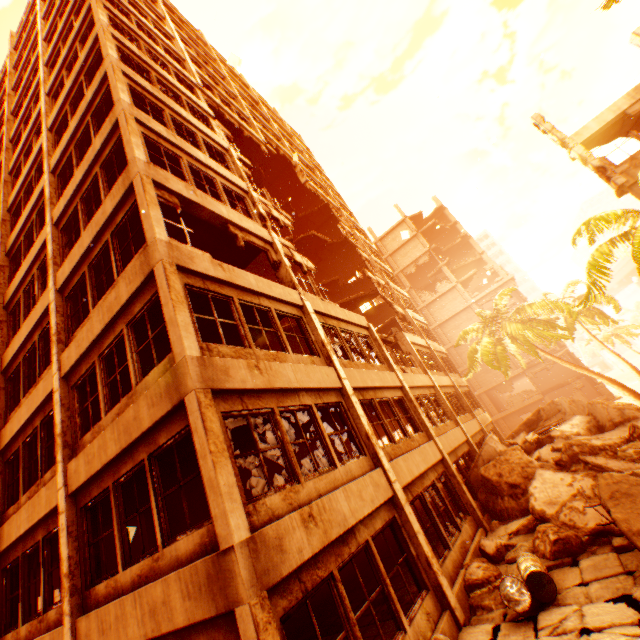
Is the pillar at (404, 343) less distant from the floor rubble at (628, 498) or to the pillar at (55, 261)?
the floor rubble at (628, 498)

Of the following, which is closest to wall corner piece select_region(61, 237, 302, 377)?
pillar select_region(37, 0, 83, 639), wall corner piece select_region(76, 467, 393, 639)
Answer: pillar select_region(37, 0, 83, 639)

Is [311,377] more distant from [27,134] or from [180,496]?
[27,134]

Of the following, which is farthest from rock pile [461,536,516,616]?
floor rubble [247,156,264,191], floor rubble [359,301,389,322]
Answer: floor rubble [359,301,389,322]

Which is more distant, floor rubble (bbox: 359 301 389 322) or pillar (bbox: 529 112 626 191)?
floor rubble (bbox: 359 301 389 322)

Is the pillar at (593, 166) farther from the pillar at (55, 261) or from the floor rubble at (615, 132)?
the pillar at (55, 261)

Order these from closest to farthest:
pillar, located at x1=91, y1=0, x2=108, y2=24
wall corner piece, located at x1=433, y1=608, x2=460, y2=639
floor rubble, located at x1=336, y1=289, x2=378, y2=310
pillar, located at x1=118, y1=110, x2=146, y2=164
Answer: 1. wall corner piece, located at x1=433, y1=608, x2=460, y2=639
2. pillar, located at x1=118, y1=110, x2=146, y2=164
3. pillar, located at x1=91, y1=0, x2=108, y2=24
4. floor rubble, located at x1=336, y1=289, x2=378, y2=310

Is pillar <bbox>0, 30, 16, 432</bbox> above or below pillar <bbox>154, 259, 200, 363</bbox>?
above
